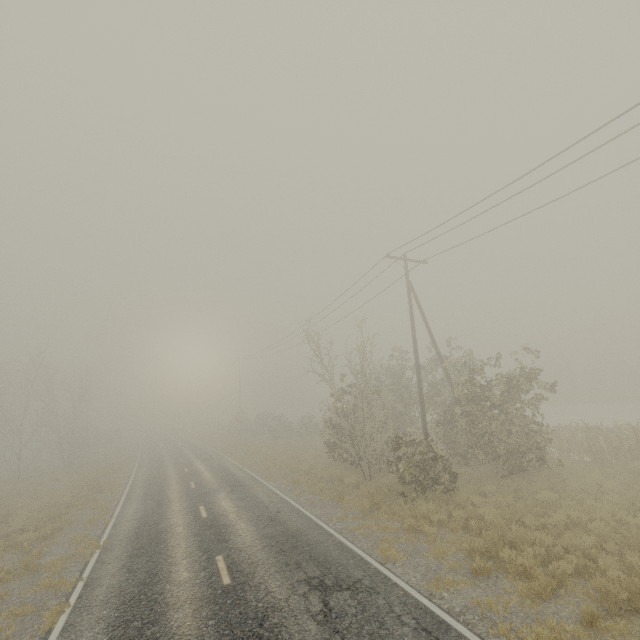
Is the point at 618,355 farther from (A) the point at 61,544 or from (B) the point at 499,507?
(A) the point at 61,544
